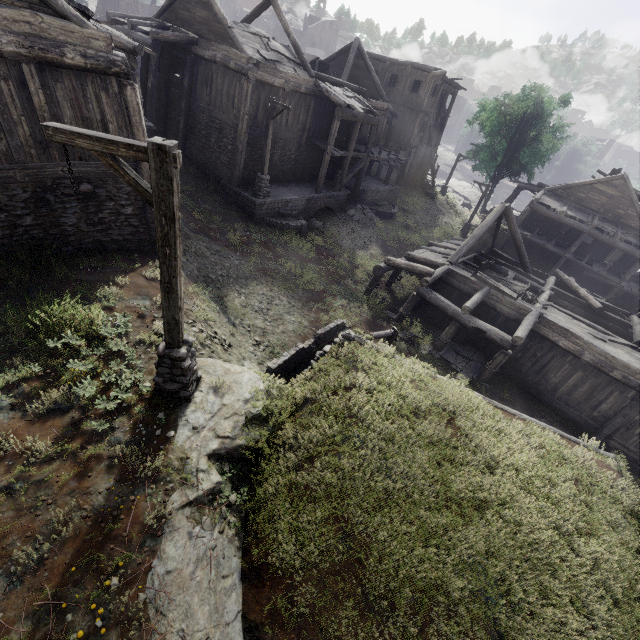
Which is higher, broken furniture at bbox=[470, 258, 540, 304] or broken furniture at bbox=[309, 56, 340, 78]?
broken furniture at bbox=[309, 56, 340, 78]

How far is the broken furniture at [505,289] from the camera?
14.9 meters

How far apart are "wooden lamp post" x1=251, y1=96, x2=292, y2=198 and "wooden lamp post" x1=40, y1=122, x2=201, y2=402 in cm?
1301

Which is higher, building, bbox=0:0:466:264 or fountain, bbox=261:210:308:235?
building, bbox=0:0:466:264

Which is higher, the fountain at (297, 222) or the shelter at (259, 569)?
the shelter at (259, 569)

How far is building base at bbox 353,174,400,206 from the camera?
25.27m

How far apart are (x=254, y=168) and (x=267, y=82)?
4.3m

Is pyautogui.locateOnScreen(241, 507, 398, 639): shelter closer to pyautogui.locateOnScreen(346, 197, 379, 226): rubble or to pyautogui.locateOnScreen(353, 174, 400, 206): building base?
pyautogui.locateOnScreen(353, 174, 400, 206): building base
